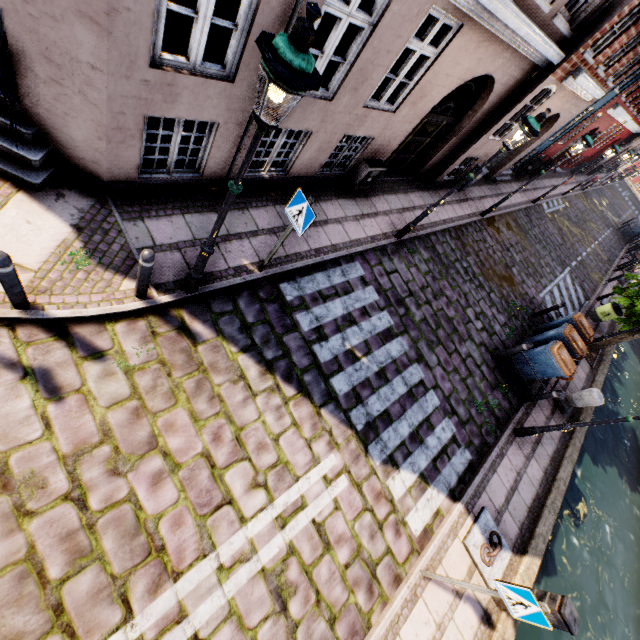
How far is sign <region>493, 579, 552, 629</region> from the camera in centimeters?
384cm

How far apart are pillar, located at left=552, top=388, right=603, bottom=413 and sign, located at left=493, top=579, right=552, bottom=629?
7.45m

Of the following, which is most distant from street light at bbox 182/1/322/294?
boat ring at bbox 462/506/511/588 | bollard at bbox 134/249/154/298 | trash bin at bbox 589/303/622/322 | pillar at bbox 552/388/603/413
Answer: trash bin at bbox 589/303/622/322

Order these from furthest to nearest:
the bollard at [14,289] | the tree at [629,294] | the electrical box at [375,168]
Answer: the tree at [629,294]
the electrical box at [375,168]
the bollard at [14,289]

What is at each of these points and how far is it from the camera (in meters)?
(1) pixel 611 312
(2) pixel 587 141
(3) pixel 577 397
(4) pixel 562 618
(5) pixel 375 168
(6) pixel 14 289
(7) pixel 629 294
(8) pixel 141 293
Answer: (1) trash bin, 14.15
(2) street light, 9.82
(3) pillar, 9.53
(4) electrical box, 4.93
(5) electrical box, 8.12
(6) bollard, 3.51
(7) tree, 11.63
(8) bollard, 4.55

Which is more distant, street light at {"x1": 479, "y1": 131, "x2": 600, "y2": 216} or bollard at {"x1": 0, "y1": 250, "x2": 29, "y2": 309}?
street light at {"x1": 479, "y1": 131, "x2": 600, "y2": 216}

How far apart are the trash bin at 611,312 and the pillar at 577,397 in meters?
7.0 m

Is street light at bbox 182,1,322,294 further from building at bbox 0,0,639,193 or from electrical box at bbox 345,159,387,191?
electrical box at bbox 345,159,387,191
